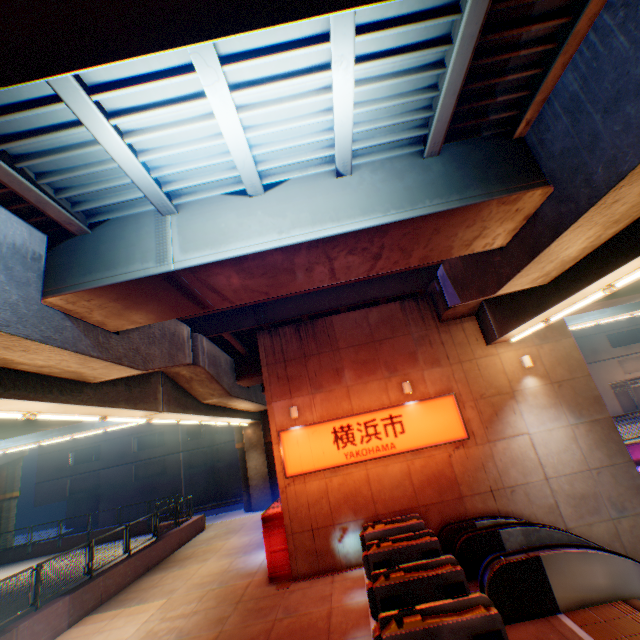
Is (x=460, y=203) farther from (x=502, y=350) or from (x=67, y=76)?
(x=502, y=350)

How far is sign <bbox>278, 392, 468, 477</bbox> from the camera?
11.53m

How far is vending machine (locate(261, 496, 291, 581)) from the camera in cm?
1091

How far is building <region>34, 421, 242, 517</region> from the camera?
34.9 meters

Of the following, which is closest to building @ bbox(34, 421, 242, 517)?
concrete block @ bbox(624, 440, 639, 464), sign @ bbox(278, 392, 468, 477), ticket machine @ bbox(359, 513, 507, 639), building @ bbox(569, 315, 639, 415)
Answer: building @ bbox(569, 315, 639, 415)

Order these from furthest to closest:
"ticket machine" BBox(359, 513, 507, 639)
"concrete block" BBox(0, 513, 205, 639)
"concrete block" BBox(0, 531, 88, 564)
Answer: "concrete block" BBox(0, 531, 88, 564) → "concrete block" BBox(0, 513, 205, 639) → "ticket machine" BBox(359, 513, 507, 639)

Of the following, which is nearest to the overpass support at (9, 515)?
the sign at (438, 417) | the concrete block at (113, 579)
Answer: the concrete block at (113, 579)

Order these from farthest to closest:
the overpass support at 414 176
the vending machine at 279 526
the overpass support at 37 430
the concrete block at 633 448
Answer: the overpass support at 37 430
the concrete block at 633 448
the vending machine at 279 526
the overpass support at 414 176
